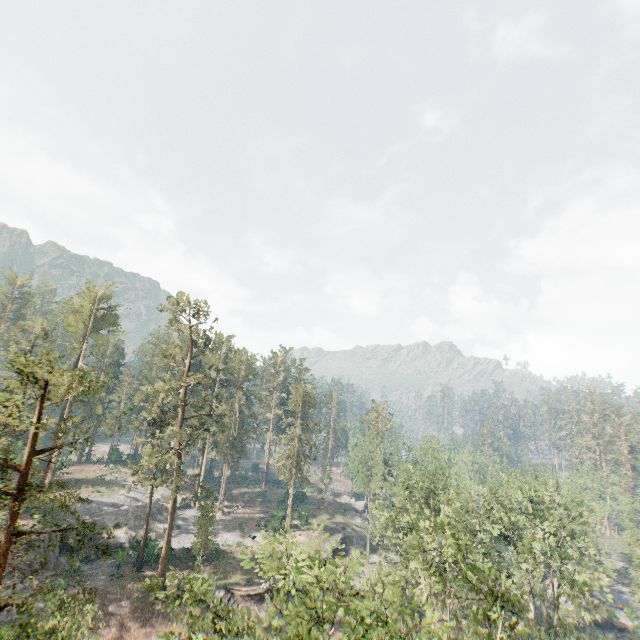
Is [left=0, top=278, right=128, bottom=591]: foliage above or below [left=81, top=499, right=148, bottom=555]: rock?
above

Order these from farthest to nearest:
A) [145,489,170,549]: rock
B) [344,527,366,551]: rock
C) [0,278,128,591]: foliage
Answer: [344,527,366,551]: rock → [145,489,170,549]: rock → [0,278,128,591]: foliage

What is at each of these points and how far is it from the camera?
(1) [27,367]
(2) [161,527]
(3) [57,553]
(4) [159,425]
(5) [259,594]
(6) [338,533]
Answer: (1) foliage, 16.4 meters
(2) rock, 47.8 meters
(3) rock, 35.7 meters
(4) foliage, 39.0 meters
(5) ground embankment, 36.9 meters
(6) ground embankment, 54.6 meters

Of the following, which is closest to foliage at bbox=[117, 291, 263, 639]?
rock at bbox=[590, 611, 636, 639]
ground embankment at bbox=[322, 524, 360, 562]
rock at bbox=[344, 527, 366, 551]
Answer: rock at bbox=[344, 527, 366, 551]

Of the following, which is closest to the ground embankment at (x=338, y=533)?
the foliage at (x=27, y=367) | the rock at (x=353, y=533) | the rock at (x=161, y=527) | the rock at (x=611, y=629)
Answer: the rock at (x=353, y=533)

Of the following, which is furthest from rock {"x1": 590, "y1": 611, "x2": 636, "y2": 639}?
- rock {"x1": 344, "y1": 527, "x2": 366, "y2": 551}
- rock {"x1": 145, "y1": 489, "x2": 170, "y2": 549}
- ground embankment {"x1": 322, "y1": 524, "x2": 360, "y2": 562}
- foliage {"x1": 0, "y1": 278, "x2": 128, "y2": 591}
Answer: rock {"x1": 145, "y1": 489, "x2": 170, "y2": 549}
